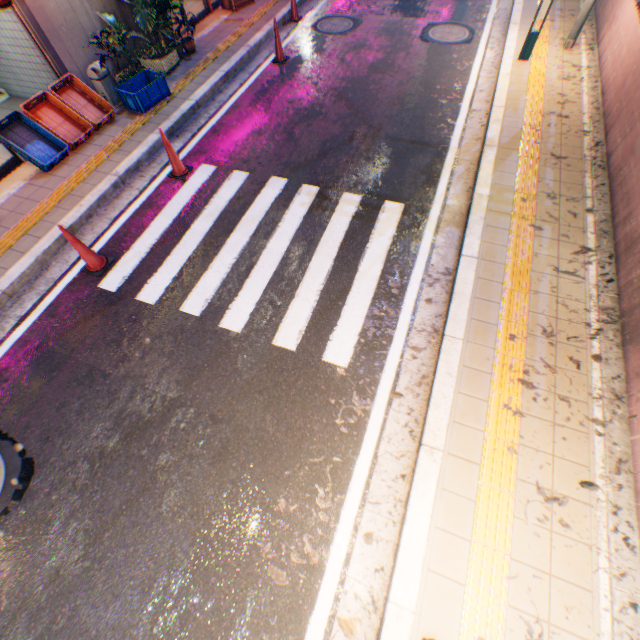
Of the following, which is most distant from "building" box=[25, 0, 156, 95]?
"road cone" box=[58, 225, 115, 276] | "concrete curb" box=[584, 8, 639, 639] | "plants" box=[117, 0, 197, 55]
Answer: "concrete curb" box=[584, 8, 639, 639]

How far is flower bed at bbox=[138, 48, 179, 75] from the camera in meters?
7.7

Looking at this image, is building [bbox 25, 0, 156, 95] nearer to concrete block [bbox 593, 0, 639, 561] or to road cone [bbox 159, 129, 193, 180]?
road cone [bbox 159, 129, 193, 180]

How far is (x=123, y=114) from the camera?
7.14m

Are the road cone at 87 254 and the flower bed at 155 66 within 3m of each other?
no

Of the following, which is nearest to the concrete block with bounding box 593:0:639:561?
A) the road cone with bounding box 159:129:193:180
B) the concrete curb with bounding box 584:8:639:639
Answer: the concrete curb with bounding box 584:8:639:639

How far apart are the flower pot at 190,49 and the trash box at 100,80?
2.0m

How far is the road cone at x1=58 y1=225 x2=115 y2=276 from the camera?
4.6m
